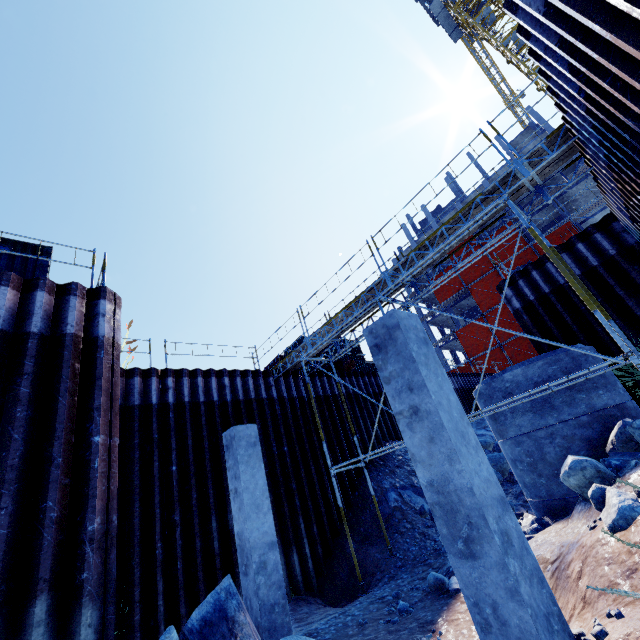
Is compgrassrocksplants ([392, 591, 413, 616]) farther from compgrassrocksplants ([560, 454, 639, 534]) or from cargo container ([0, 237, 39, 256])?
cargo container ([0, 237, 39, 256])

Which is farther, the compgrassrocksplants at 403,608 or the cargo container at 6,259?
the cargo container at 6,259

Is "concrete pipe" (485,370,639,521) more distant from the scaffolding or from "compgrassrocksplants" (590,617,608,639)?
"compgrassrocksplants" (590,617,608,639)

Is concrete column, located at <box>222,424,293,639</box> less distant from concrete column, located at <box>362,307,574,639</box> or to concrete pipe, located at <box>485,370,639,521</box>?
concrete column, located at <box>362,307,574,639</box>

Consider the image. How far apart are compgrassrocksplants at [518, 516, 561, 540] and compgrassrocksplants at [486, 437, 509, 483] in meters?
5.5

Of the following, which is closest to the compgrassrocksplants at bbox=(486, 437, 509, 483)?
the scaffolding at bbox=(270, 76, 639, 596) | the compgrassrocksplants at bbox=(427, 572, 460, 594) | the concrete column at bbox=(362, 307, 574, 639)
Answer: the scaffolding at bbox=(270, 76, 639, 596)

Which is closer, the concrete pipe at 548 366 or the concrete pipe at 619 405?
the concrete pipe at 619 405

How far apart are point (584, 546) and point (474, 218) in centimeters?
633cm
